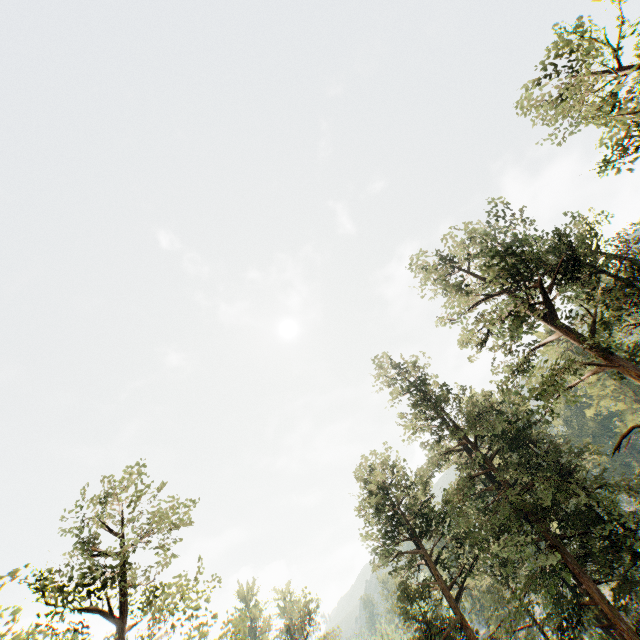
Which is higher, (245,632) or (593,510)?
(245,632)

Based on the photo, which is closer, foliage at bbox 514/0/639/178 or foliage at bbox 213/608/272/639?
foliage at bbox 213/608/272/639

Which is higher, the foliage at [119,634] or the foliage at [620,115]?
the foliage at [620,115]

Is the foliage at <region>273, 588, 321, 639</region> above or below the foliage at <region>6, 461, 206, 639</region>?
below

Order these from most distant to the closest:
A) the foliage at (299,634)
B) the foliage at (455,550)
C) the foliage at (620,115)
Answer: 1. the foliage at (299,634)
2. the foliage at (455,550)
3. the foliage at (620,115)

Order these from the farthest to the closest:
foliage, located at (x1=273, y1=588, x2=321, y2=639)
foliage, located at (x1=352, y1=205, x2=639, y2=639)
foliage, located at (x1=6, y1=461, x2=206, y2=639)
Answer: foliage, located at (x1=273, y1=588, x2=321, y2=639)
foliage, located at (x1=352, y1=205, x2=639, y2=639)
foliage, located at (x1=6, y1=461, x2=206, y2=639)
